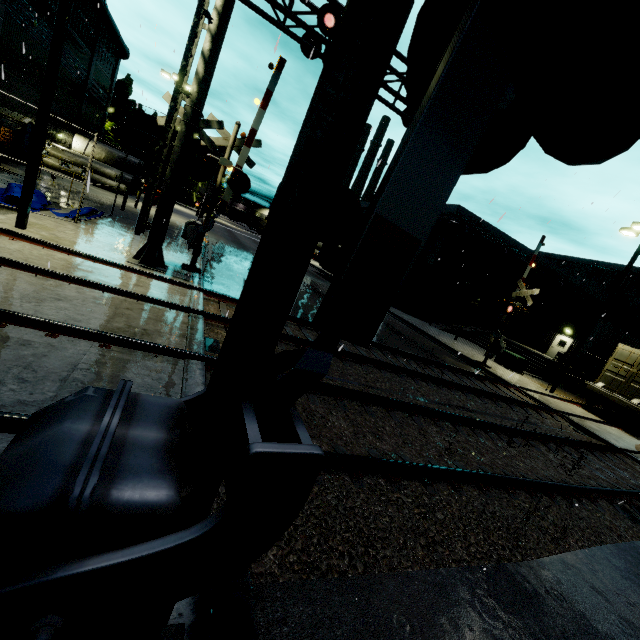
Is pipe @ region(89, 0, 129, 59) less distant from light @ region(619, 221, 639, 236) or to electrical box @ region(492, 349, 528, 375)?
light @ region(619, 221, 639, 236)

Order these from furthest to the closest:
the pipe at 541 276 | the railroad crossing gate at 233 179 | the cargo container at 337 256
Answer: the pipe at 541 276 → the cargo container at 337 256 → the railroad crossing gate at 233 179

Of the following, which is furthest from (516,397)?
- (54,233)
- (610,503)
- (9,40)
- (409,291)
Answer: (9,40)

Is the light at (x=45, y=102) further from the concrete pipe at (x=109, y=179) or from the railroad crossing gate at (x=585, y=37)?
the concrete pipe at (x=109, y=179)

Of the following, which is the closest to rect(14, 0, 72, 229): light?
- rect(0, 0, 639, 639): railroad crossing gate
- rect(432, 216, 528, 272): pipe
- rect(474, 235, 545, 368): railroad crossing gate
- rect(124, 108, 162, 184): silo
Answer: rect(0, 0, 639, 639): railroad crossing gate

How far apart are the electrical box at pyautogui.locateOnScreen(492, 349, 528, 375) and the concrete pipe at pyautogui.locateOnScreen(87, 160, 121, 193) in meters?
33.6

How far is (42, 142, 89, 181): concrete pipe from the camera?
26.2 meters

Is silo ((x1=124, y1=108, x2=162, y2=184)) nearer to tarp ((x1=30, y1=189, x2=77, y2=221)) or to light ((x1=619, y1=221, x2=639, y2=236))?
tarp ((x1=30, y1=189, x2=77, y2=221))
